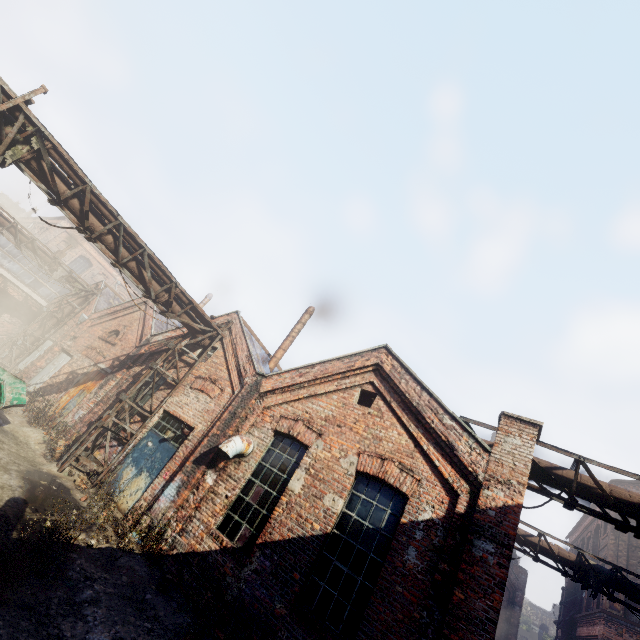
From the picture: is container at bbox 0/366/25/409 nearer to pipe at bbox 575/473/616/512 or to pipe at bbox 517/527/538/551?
pipe at bbox 575/473/616/512

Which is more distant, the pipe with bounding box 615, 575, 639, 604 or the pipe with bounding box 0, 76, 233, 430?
the pipe with bounding box 615, 575, 639, 604

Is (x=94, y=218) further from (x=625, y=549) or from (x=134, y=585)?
(x=625, y=549)

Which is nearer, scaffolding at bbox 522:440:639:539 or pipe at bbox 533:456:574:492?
scaffolding at bbox 522:440:639:539

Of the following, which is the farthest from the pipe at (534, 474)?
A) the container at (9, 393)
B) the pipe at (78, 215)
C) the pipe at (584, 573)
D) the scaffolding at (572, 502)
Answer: the container at (9, 393)

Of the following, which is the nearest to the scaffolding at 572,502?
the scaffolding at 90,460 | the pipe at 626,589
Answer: the pipe at 626,589

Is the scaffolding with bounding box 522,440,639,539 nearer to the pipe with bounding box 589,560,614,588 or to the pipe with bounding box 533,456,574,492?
the pipe with bounding box 533,456,574,492

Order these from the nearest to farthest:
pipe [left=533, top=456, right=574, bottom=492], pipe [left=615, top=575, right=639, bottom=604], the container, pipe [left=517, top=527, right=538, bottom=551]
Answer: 1. pipe [left=533, top=456, right=574, bottom=492]
2. the container
3. pipe [left=615, top=575, right=639, bottom=604]
4. pipe [left=517, top=527, right=538, bottom=551]
